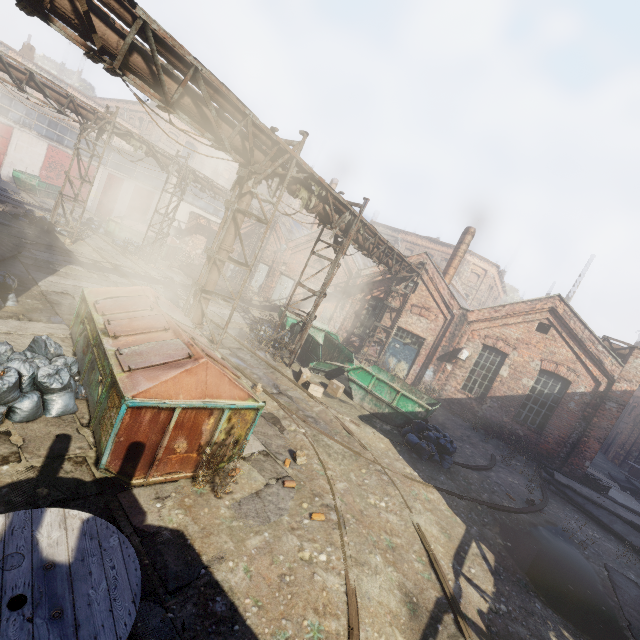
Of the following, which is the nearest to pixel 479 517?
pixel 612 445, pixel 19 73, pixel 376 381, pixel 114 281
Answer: pixel 376 381

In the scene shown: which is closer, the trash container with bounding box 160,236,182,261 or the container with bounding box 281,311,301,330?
the container with bounding box 281,311,301,330

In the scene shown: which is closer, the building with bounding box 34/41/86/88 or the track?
the track

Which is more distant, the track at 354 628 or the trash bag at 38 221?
the trash bag at 38 221

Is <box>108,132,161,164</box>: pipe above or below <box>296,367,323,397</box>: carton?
above

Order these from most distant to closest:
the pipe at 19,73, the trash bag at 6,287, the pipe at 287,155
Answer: the pipe at 19,73 < the trash bag at 6,287 < the pipe at 287,155

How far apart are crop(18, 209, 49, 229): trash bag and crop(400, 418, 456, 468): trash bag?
18.9m

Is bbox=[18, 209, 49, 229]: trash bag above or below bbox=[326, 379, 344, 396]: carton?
above
